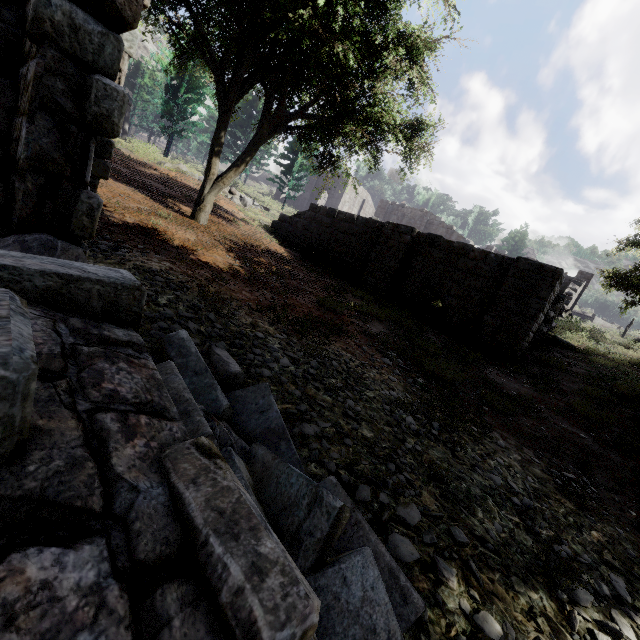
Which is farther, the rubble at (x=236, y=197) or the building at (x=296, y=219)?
the rubble at (x=236, y=197)

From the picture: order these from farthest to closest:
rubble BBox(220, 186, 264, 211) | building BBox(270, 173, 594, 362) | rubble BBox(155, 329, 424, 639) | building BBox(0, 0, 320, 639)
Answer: rubble BBox(220, 186, 264, 211) → building BBox(270, 173, 594, 362) → rubble BBox(155, 329, 424, 639) → building BBox(0, 0, 320, 639)

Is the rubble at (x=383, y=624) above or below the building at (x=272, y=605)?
below

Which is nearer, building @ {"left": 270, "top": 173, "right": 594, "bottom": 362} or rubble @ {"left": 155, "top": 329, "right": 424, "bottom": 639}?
rubble @ {"left": 155, "top": 329, "right": 424, "bottom": 639}

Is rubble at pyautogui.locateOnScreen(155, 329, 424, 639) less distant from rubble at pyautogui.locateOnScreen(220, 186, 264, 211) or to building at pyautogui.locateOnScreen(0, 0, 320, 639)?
building at pyautogui.locateOnScreen(0, 0, 320, 639)

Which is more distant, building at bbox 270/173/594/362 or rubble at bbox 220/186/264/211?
rubble at bbox 220/186/264/211

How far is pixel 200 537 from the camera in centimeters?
95cm

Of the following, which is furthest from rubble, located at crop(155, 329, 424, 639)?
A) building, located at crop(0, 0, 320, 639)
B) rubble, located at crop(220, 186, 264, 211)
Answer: rubble, located at crop(220, 186, 264, 211)
